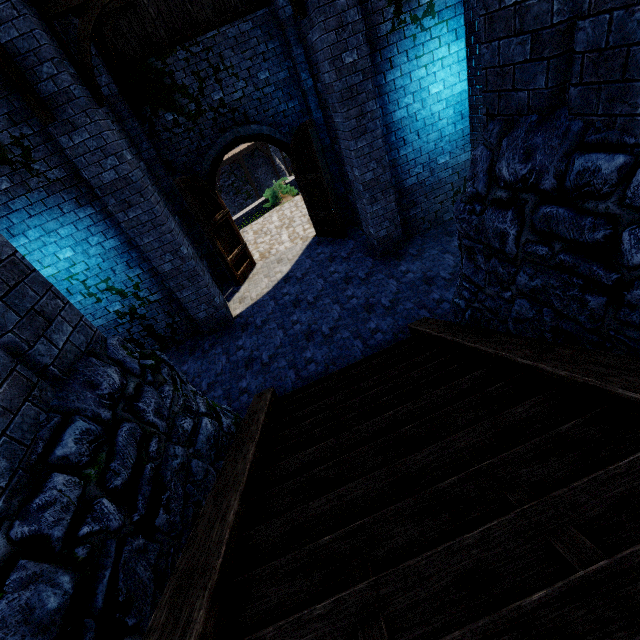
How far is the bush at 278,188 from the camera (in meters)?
17.40

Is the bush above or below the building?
below

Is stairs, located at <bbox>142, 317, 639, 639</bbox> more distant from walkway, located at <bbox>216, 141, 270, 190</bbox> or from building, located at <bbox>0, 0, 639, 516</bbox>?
walkway, located at <bbox>216, 141, 270, 190</bbox>

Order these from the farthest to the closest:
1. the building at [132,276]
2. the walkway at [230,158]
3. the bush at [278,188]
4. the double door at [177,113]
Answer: the walkway at [230,158]
the bush at [278,188]
the double door at [177,113]
the building at [132,276]

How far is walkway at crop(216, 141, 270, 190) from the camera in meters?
26.0 m

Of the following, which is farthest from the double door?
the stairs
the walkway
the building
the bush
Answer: the walkway

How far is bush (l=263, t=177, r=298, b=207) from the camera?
17.4m

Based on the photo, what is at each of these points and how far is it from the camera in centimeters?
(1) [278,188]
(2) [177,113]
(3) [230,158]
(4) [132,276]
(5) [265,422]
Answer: (1) bush, 1753cm
(2) double door, 866cm
(3) walkway, 2664cm
(4) building, 770cm
(5) stairs, 425cm
